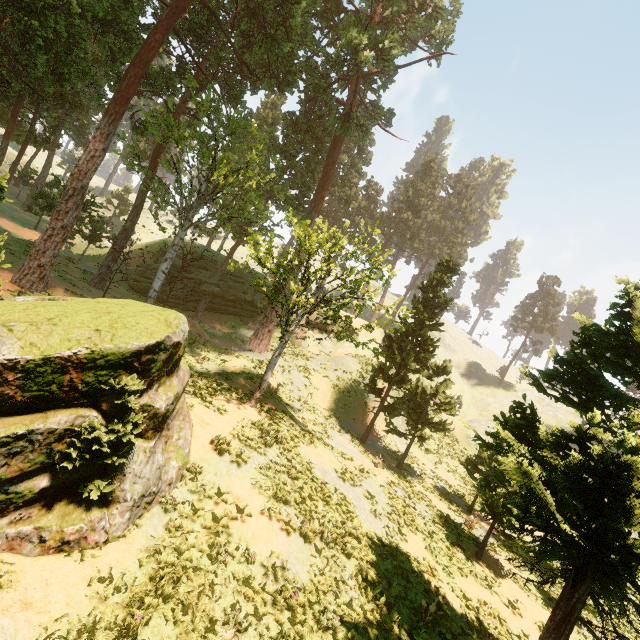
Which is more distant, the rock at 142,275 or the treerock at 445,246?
the rock at 142,275

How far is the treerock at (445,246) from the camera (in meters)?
23.02

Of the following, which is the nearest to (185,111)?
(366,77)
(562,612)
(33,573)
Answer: (366,77)

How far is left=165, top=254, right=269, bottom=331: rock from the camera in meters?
35.9 m

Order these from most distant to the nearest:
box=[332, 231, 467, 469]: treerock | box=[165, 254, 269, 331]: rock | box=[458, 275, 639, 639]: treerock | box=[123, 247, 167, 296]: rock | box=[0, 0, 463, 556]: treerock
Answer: box=[165, 254, 269, 331]: rock → box=[123, 247, 167, 296]: rock → box=[332, 231, 467, 469]: treerock → box=[0, 0, 463, 556]: treerock → box=[458, 275, 639, 639]: treerock

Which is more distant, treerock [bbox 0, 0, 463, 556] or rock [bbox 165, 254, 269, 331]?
rock [bbox 165, 254, 269, 331]
